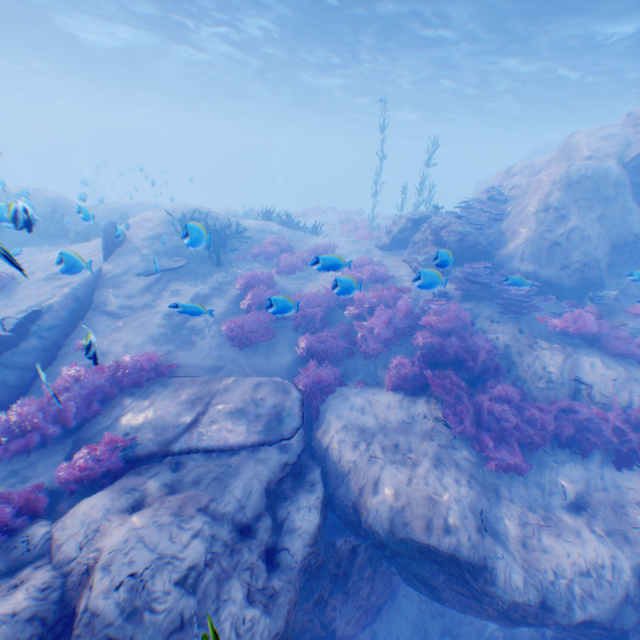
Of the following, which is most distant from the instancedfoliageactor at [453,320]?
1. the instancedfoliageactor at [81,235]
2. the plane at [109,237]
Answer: the instancedfoliageactor at [81,235]

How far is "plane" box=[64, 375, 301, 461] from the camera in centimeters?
559cm

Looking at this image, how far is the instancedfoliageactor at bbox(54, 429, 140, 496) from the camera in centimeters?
520cm

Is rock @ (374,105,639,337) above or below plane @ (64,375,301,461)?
above

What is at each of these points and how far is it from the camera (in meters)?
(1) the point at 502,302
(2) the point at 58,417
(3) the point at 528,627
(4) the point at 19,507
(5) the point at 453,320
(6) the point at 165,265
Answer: (1) instancedfoliageactor, 10.02
(2) instancedfoliageactor, 6.12
(3) rock, 8.12
(4) instancedfoliageactor, 4.77
(5) instancedfoliageactor, 9.17
(6) plane, 11.09

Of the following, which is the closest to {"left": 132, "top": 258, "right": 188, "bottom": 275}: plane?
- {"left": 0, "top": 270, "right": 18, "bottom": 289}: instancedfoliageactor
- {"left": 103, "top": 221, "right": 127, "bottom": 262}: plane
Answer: {"left": 103, "top": 221, "right": 127, "bottom": 262}: plane

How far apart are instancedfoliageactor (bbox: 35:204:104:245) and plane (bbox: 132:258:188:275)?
7.7 meters

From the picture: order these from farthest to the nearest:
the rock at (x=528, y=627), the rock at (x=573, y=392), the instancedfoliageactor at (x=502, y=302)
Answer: the instancedfoliageactor at (x=502, y=302) < the rock at (x=573, y=392) < the rock at (x=528, y=627)
